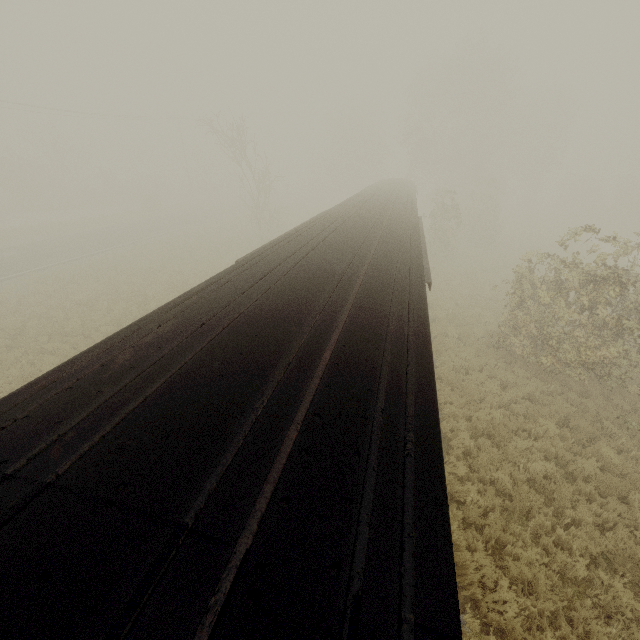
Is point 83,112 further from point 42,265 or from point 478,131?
point 478,131
